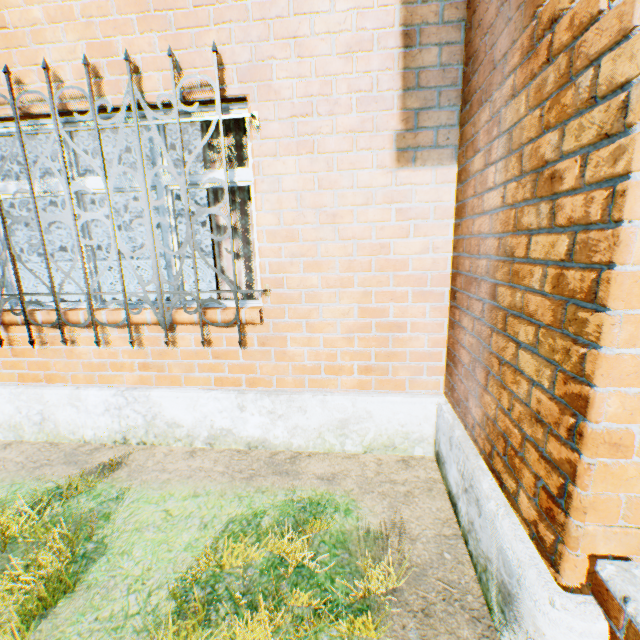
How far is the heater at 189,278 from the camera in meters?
8.5 m

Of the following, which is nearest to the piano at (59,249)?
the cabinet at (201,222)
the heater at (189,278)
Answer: the heater at (189,278)

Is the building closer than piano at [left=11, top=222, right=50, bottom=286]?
Yes

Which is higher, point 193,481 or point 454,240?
point 454,240

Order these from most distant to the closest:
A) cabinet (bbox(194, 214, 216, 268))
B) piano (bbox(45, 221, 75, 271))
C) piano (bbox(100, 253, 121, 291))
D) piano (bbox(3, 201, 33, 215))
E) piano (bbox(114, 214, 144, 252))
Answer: cabinet (bbox(194, 214, 216, 268))
piano (bbox(114, 214, 144, 252))
piano (bbox(100, 253, 121, 291))
piano (bbox(45, 221, 75, 271))
piano (bbox(3, 201, 33, 215))

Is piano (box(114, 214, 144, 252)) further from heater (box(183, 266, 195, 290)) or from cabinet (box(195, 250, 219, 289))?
cabinet (box(195, 250, 219, 289))

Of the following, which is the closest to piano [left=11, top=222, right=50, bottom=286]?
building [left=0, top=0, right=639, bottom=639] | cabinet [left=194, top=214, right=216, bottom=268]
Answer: building [left=0, top=0, right=639, bottom=639]

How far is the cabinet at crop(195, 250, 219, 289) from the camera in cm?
979
